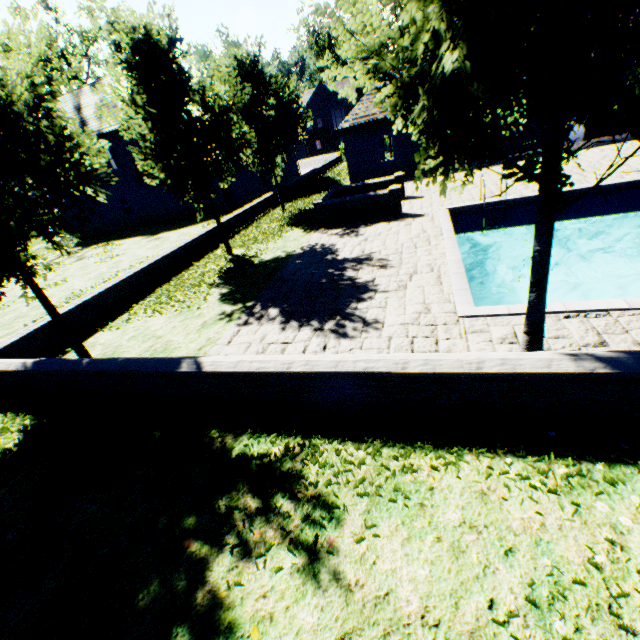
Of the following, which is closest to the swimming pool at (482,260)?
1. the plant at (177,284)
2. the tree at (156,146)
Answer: the tree at (156,146)

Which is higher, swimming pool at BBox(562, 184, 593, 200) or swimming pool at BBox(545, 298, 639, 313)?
swimming pool at BBox(545, 298, 639, 313)

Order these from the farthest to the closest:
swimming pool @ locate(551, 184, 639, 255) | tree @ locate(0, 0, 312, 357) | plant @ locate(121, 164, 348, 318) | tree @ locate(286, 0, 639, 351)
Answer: swimming pool @ locate(551, 184, 639, 255)
plant @ locate(121, 164, 348, 318)
tree @ locate(0, 0, 312, 357)
tree @ locate(286, 0, 639, 351)

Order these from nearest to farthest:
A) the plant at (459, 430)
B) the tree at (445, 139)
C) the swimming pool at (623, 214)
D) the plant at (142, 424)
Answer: the tree at (445, 139) < the plant at (459, 430) < the plant at (142, 424) < the swimming pool at (623, 214)

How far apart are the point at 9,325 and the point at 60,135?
8.8 meters

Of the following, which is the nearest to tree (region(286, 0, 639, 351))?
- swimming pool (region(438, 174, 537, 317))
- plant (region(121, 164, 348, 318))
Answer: swimming pool (region(438, 174, 537, 317))
